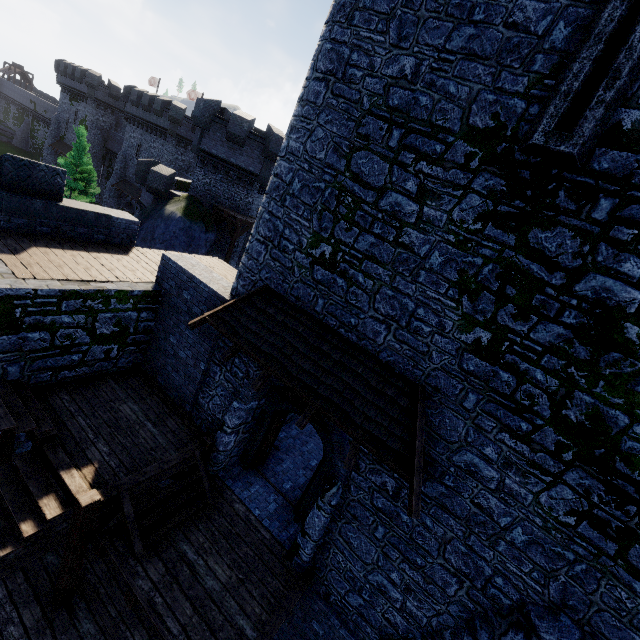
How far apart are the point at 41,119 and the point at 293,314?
82.7 meters

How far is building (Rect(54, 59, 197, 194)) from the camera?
37.6m

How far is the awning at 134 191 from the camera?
40.5 meters

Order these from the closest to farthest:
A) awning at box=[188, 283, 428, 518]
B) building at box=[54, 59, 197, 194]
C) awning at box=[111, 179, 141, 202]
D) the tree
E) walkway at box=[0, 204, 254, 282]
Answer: awning at box=[188, 283, 428, 518] → walkway at box=[0, 204, 254, 282] → the tree → building at box=[54, 59, 197, 194] → awning at box=[111, 179, 141, 202]

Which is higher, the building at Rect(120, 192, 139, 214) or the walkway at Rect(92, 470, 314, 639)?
the walkway at Rect(92, 470, 314, 639)

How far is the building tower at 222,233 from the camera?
26.0 meters

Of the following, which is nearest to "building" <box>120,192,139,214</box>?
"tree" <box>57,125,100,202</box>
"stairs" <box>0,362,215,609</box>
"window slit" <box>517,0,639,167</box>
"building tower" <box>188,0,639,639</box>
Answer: "tree" <box>57,125,100,202</box>
